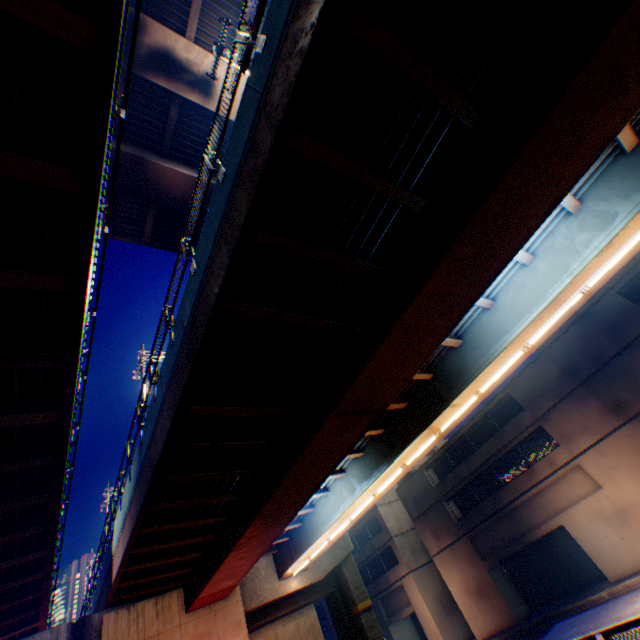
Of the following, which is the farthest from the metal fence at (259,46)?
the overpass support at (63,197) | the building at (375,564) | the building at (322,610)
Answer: the building at (375,564)

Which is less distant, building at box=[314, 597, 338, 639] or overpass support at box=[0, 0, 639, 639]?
overpass support at box=[0, 0, 639, 639]

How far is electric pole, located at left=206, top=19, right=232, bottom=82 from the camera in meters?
10.6 m

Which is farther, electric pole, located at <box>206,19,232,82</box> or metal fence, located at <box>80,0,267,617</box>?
electric pole, located at <box>206,19,232,82</box>

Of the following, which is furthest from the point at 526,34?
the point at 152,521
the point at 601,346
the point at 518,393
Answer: the point at 518,393

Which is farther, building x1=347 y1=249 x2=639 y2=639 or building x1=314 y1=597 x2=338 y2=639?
building x1=314 y1=597 x2=338 y2=639

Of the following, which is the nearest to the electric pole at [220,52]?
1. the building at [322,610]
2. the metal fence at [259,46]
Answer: the metal fence at [259,46]

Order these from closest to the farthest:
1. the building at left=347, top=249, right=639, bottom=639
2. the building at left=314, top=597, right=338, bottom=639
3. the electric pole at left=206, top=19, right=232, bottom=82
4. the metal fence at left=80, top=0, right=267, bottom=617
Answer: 1. the metal fence at left=80, top=0, right=267, bottom=617
2. the electric pole at left=206, top=19, right=232, bottom=82
3. the building at left=347, top=249, right=639, bottom=639
4. the building at left=314, top=597, right=338, bottom=639
